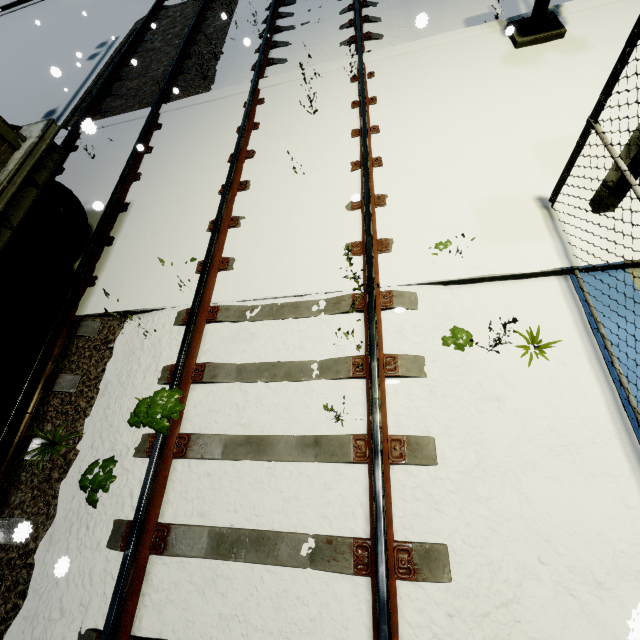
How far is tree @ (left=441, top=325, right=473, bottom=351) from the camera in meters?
3.1 m

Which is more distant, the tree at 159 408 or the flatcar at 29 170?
the flatcar at 29 170

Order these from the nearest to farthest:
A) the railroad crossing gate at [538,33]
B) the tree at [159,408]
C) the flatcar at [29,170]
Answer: the tree at [159,408] → the flatcar at [29,170] → the railroad crossing gate at [538,33]

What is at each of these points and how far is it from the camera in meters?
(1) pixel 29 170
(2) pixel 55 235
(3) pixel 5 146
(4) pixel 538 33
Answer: (1) flatcar, 3.9 m
(2) bogie, 4.4 m
(3) cargo container, 3.9 m
(4) railroad crossing gate, 5.0 m

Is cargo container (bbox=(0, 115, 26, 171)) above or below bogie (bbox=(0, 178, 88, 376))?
above

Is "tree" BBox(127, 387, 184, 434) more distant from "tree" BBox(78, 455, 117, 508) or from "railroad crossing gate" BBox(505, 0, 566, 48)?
"railroad crossing gate" BBox(505, 0, 566, 48)

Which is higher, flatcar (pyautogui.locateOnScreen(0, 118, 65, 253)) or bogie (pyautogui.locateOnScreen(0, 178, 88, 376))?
flatcar (pyautogui.locateOnScreen(0, 118, 65, 253))

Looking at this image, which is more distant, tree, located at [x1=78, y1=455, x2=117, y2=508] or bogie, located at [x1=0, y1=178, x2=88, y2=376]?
bogie, located at [x1=0, y1=178, x2=88, y2=376]
